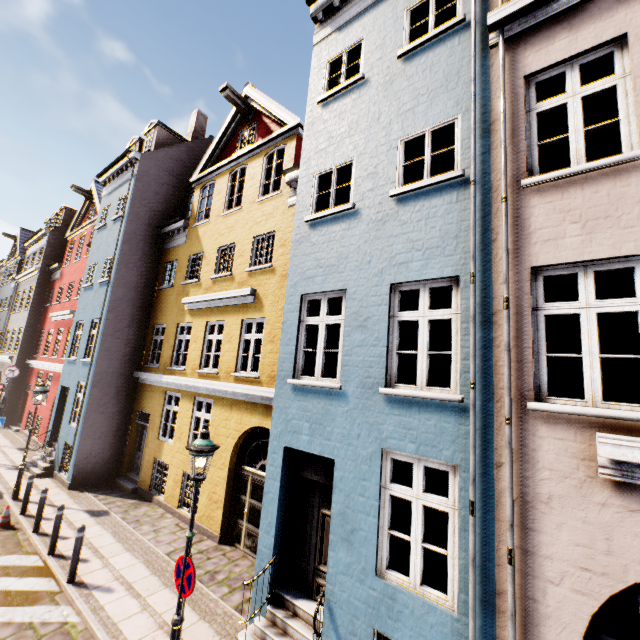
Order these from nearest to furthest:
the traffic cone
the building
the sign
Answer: the building, the sign, the traffic cone

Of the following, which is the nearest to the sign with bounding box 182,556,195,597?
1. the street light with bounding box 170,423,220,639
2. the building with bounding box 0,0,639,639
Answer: the street light with bounding box 170,423,220,639

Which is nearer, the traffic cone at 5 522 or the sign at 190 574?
the sign at 190 574

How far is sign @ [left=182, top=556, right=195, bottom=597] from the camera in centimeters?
472cm

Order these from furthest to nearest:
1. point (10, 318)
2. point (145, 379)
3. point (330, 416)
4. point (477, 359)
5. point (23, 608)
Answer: point (10, 318), point (145, 379), point (23, 608), point (330, 416), point (477, 359)

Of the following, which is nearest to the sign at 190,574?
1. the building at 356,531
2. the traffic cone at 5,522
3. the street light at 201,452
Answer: the street light at 201,452

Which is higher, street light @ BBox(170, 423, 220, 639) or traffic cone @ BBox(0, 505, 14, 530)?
street light @ BBox(170, 423, 220, 639)

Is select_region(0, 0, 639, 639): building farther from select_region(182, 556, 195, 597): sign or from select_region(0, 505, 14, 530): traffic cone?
select_region(0, 505, 14, 530): traffic cone
